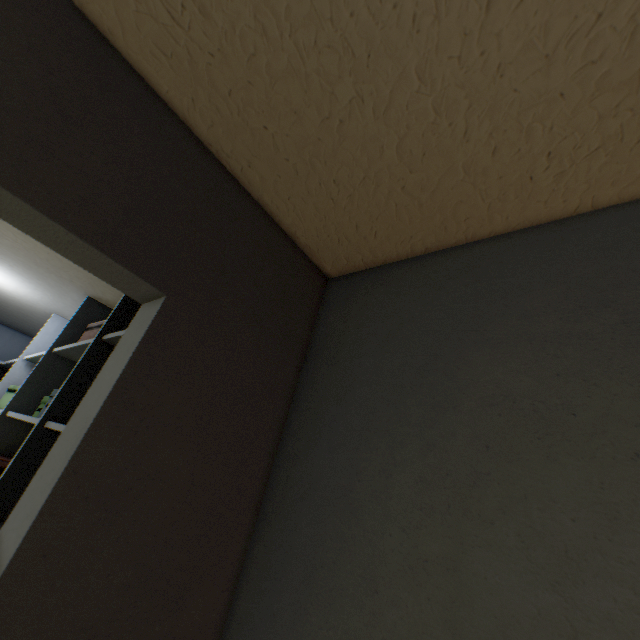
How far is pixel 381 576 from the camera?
0.6m

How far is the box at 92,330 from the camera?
1.6m

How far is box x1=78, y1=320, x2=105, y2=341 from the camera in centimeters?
156cm
